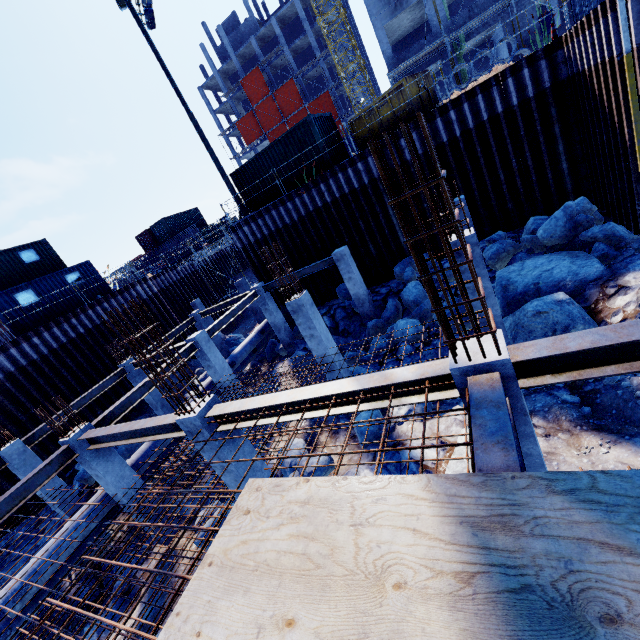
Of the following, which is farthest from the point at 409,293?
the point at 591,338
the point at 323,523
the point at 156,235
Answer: the point at 156,235

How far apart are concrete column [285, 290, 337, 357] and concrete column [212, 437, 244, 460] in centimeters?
432cm

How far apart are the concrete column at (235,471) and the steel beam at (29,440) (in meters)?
9.47

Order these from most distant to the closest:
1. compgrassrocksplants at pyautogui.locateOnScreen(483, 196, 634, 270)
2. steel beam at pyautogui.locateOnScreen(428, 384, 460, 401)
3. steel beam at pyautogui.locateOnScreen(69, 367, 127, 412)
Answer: steel beam at pyautogui.locateOnScreen(69, 367, 127, 412), compgrassrocksplants at pyautogui.locateOnScreen(483, 196, 634, 270), steel beam at pyautogui.locateOnScreen(428, 384, 460, 401)

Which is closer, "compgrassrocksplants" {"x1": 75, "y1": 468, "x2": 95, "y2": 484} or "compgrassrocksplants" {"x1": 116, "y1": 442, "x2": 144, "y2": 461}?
"compgrassrocksplants" {"x1": 75, "y1": 468, "x2": 95, "y2": 484}

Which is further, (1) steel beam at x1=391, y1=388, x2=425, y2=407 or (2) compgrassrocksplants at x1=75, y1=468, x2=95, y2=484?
(2) compgrassrocksplants at x1=75, y1=468, x2=95, y2=484

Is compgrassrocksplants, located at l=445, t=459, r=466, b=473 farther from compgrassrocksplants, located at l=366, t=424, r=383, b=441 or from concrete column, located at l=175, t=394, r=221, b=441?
concrete column, located at l=175, t=394, r=221, b=441

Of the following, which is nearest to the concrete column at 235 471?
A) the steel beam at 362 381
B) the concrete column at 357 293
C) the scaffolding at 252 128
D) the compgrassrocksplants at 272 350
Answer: the steel beam at 362 381
